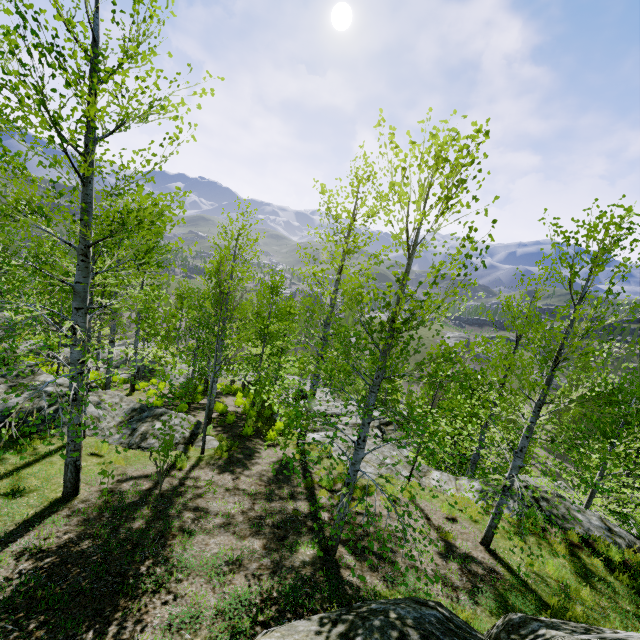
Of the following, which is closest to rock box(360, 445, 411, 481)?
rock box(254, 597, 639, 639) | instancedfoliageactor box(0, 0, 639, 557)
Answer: instancedfoliageactor box(0, 0, 639, 557)

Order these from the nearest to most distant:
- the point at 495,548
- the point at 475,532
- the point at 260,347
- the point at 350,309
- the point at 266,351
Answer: the point at 495,548 → the point at 475,532 → the point at 350,309 → the point at 266,351 → the point at 260,347

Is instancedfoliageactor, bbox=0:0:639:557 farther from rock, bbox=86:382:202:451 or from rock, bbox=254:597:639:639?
rock, bbox=254:597:639:639

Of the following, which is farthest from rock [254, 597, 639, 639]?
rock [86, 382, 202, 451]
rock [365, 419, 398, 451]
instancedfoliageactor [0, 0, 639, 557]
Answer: instancedfoliageactor [0, 0, 639, 557]

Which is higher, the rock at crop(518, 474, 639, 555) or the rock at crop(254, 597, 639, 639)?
the rock at crop(254, 597, 639, 639)

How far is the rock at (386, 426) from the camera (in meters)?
13.76

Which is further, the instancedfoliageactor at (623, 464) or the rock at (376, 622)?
the instancedfoliageactor at (623, 464)
